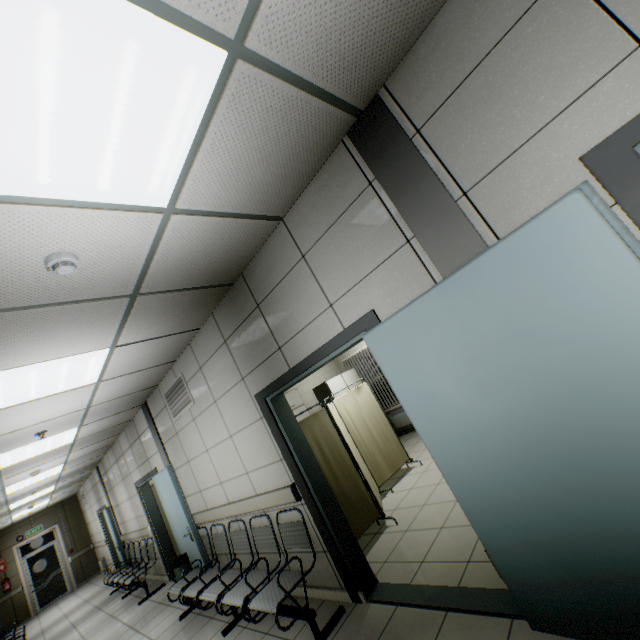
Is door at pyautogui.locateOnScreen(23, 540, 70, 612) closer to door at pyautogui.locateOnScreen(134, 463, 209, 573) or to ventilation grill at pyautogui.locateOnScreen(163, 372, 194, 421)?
door at pyautogui.locateOnScreen(134, 463, 209, 573)

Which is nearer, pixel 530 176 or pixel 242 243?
pixel 530 176

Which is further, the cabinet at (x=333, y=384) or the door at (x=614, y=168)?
the cabinet at (x=333, y=384)

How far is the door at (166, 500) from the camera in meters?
5.0

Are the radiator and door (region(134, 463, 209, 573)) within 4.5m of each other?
no

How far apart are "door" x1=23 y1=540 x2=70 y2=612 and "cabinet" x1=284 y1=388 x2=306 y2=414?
13.0 meters

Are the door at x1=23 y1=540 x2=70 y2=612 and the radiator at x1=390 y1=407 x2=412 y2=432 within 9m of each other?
no

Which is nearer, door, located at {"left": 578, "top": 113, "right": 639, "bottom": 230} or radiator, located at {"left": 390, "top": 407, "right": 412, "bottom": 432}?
door, located at {"left": 578, "top": 113, "right": 639, "bottom": 230}
